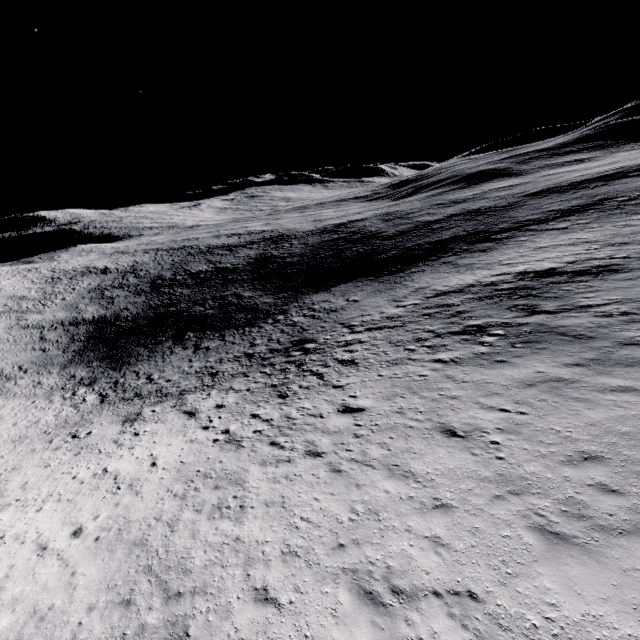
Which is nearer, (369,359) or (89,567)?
(89,567)
